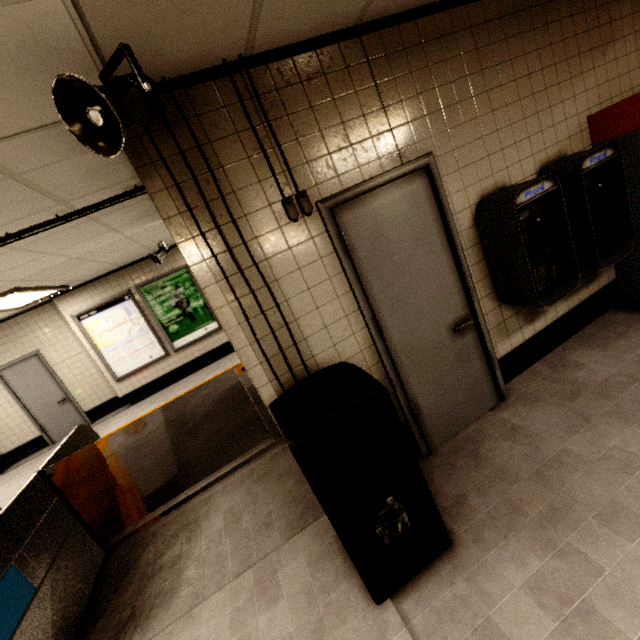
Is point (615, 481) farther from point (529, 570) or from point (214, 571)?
point (214, 571)

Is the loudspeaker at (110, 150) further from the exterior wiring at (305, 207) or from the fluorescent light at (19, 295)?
the fluorescent light at (19, 295)

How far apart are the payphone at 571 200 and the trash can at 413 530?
1.5m

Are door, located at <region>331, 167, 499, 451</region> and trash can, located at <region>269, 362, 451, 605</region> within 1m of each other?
yes

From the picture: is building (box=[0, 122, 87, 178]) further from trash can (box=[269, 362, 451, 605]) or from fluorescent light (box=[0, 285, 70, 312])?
fluorescent light (box=[0, 285, 70, 312])

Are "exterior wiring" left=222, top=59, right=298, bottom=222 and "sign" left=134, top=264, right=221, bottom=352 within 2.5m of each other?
no

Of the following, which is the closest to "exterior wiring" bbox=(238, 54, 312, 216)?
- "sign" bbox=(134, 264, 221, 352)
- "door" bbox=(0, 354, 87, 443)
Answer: "sign" bbox=(134, 264, 221, 352)

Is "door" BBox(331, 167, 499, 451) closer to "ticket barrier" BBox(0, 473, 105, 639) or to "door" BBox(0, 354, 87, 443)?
"ticket barrier" BBox(0, 473, 105, 639)
